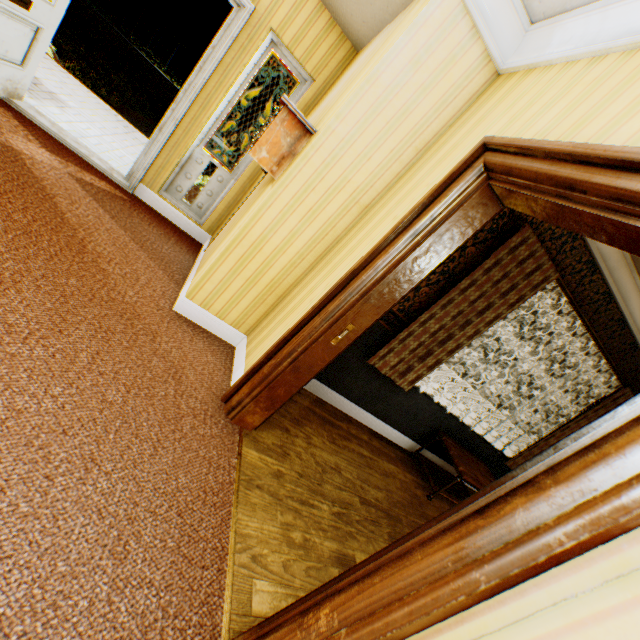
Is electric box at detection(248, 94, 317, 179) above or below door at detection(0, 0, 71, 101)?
above

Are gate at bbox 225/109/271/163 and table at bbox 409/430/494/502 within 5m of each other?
no

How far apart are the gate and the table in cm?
1449

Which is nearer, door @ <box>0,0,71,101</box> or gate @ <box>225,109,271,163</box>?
door @ <box>0,0,71,101</box>

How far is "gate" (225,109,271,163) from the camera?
13.9 meters

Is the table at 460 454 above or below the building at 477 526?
below

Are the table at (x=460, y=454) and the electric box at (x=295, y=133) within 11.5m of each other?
yes

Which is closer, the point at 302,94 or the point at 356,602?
the point at 356,602
